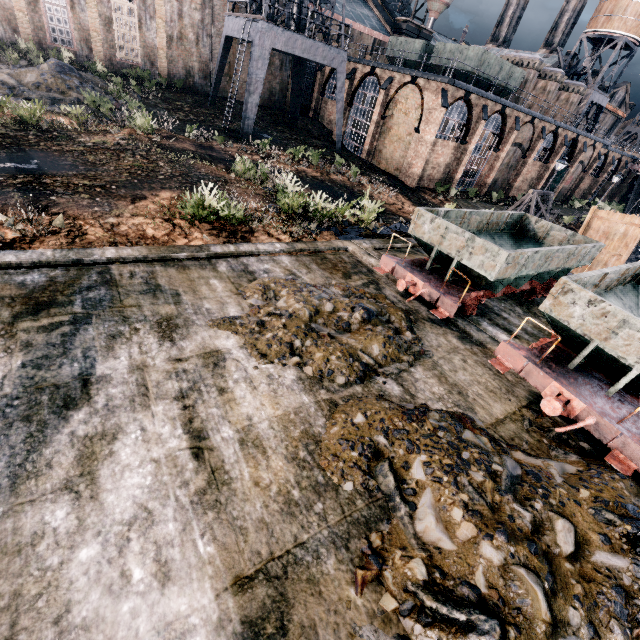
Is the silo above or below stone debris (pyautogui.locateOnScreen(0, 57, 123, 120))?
above

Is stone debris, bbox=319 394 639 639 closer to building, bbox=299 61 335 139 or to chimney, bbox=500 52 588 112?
building, bbox=299 61 335 139

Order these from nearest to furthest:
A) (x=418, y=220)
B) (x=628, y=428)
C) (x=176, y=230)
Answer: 1. (x=628, y=428)
2. (x=418, y=220)
3. (x=176, y=230)

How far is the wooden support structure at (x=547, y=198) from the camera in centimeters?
2203cm

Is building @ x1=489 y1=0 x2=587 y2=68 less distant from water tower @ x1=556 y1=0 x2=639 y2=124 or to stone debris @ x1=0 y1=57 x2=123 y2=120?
water tower @ x1=556 y1=0 x2=639 y2=124

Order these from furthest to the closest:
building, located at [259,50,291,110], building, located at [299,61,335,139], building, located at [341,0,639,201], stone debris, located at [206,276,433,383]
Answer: building, located at [299,61,335,139] → building, located at [259,50,291,110] → building, located at [341,0,639,201] → stone debris, located at [206,276,433,383]

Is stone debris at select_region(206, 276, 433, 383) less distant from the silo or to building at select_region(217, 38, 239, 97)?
building at select_region(217, 38, 239, 97)

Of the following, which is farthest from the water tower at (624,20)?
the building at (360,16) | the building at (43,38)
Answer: the building at (43,38)
